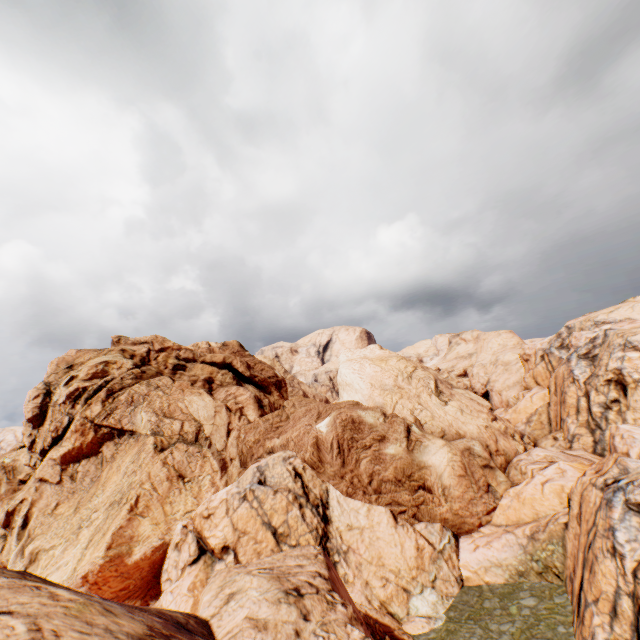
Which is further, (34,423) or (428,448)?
(34,423)
